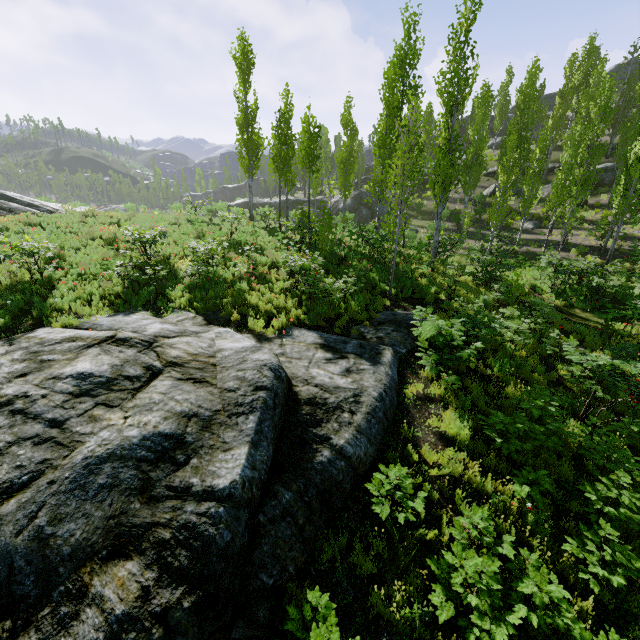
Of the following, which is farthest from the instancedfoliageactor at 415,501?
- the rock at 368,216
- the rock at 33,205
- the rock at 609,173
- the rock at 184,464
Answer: the rock at 33,205

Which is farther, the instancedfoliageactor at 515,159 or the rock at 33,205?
the rock at 33,205

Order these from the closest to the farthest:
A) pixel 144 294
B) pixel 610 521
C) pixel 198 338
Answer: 1. pixel 610 521
2. pixel 198 338
3. pixel 144 294

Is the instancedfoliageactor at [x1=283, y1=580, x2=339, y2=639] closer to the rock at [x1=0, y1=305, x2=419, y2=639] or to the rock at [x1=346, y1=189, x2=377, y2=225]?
the rock at [x1=346, y1=189, x2=377, y2=225]

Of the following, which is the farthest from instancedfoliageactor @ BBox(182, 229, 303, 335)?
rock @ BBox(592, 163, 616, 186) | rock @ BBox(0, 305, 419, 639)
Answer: rock @ BBox(0, 305, 419, 639)

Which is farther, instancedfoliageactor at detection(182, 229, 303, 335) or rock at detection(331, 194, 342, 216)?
rock at detection(331, 194, 342, 216)

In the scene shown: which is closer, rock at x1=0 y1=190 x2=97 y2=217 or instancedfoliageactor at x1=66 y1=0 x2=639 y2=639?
instancedfoliageactor at x1=66 y1=0 x2=639 y2=639

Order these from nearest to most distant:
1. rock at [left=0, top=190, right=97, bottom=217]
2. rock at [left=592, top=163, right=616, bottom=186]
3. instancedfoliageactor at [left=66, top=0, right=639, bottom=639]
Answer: instancedfoliageactor at [left=66, top=0, right=639, bottom=639], rock at [left=0, top=190, right=97, bottom=217], rock at [left=592, top=163, right=616, bottom=186]
